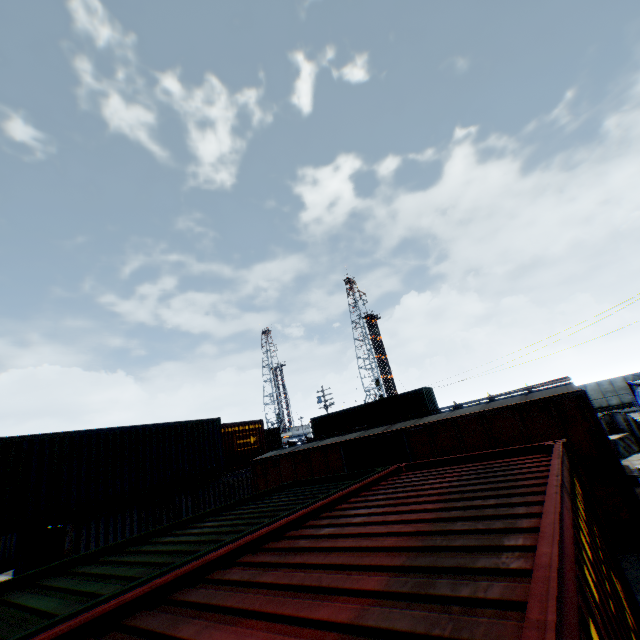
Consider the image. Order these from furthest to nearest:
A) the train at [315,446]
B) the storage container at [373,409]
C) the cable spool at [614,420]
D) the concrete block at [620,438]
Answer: the storage container at [373,409], the cable spool at [614,420], the concrete block at [620,438], the train at [315,446]

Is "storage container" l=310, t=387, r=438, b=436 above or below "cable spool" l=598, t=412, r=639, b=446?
above

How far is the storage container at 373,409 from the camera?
26.55m

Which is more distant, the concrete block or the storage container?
the storage container

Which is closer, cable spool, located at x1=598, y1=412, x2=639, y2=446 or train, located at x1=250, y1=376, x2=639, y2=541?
train, located at x1=250, y1=376, x2=639, y2=541

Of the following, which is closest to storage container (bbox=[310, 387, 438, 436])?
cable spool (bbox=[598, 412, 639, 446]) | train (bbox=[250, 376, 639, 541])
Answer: train (bbox=[250, 376, 639, 541])

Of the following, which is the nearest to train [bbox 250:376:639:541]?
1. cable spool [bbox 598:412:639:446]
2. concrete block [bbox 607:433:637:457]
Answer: concrete block [bbox 607:433:637:457]

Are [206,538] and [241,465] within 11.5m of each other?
no
